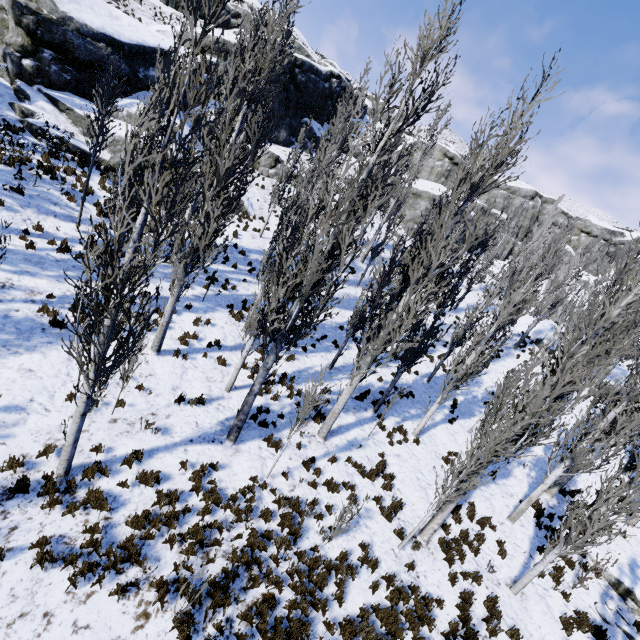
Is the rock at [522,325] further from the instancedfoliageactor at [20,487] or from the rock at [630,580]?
the rock at [630,580]

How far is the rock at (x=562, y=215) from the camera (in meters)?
49.47

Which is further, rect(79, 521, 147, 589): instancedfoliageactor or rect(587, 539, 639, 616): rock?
rect(587, 539, 639, 616): rock

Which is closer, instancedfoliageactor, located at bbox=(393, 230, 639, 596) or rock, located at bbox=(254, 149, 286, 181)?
instancedfoliageactor, located at bbox=(393, 230, 639, 596)

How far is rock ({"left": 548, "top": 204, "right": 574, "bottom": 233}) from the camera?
49.5m

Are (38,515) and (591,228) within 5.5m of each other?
no

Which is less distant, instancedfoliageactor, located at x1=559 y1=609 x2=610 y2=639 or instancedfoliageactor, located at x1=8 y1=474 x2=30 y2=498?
instancedfoliageactor, located at x1=8 y1=474 x2=30 y2=498

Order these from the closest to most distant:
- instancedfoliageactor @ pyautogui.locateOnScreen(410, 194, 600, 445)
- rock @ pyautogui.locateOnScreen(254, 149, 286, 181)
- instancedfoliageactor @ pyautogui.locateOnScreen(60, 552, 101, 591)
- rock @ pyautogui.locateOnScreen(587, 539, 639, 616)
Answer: instancedfoliageactor @ pyautogui.locateOnScreen(60, 552, 101, 591) < rock @ pyautogui.locateOnScreen(587, 539, 639, 616) < instancedfoliageactor @ pyautogui.locateOnScreen(410, 194, 600, 445) < rock @ pyautogui.locateOnScreen(254, 149, 286, 181)
